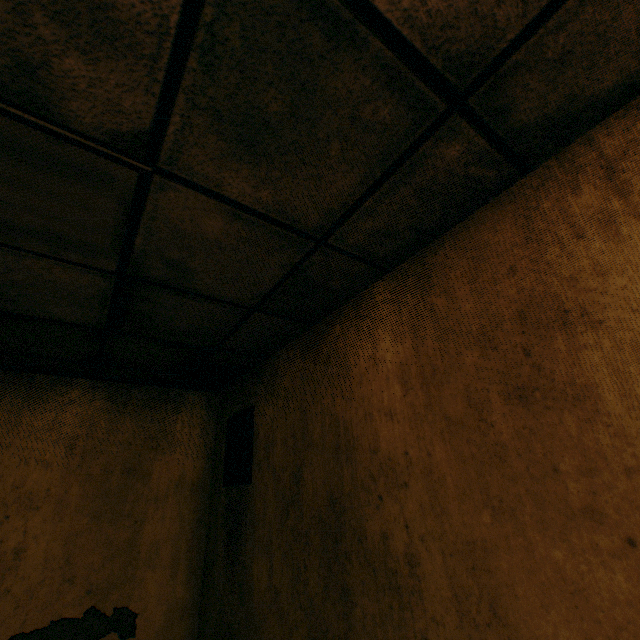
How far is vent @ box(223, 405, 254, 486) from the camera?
2.39m

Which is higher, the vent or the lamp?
the lamp

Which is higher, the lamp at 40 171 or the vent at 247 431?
the lamp at 40 171

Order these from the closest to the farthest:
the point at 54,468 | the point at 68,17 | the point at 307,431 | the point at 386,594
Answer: the point at 68,17, the point at 386,594, the point at 307,431, the point at 54,468

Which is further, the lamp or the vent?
the vent

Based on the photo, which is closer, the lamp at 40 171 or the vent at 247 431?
the lamp at 40 171
